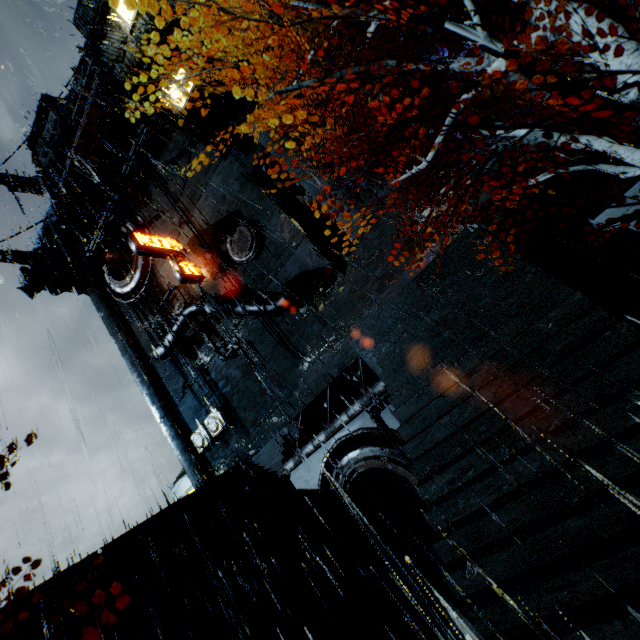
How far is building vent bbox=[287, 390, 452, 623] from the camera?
10.41m

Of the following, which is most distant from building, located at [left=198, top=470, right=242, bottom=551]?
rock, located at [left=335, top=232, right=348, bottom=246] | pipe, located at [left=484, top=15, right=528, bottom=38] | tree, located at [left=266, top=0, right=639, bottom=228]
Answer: rock, located at [left=335, top=232, right=348, bottom=246]

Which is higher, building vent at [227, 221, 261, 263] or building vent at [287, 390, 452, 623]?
building vent at [227, 221, 261, 263]

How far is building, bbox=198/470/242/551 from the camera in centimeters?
1491cm

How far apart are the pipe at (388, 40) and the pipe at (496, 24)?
0.81m

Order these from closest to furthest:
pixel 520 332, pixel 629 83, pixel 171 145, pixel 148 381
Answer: pixel 629 83 → pixel 520 332 → pixel 171 145 → pixel 148 381

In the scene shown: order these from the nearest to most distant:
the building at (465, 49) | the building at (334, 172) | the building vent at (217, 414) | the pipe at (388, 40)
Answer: the building at (465, 49) < the building at (334, 172) < the pipe at (388, 40) < the building vent at (217, 414)

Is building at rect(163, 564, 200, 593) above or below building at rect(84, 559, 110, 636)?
below
